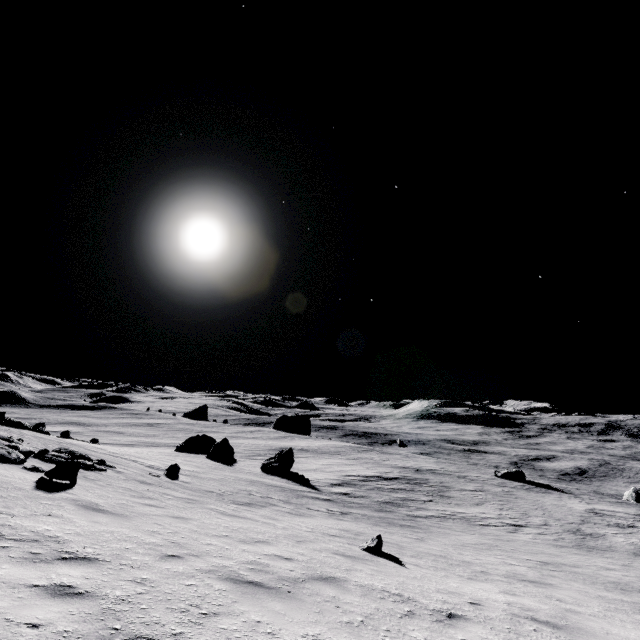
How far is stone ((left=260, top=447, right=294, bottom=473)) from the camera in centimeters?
2667cm

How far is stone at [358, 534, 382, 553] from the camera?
9.20m

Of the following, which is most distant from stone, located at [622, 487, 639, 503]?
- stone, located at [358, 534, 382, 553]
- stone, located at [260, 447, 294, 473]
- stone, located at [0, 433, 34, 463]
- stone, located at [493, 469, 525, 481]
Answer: stone, located at [0, 433, 34, 463]

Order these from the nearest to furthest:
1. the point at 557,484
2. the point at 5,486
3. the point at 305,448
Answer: the point at 5,486
the point at 557,484
the point at 305,448

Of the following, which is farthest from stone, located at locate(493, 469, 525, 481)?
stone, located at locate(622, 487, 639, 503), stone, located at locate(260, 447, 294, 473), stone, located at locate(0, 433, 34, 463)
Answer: stone, located at locate(0, 433, 34, 463)

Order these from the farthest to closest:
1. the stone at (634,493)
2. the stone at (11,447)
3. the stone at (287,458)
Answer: the stone at (634,493), the stone at (287,458), the stone at (11,447)

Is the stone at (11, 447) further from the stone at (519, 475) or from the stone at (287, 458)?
the stone at (519, 475)

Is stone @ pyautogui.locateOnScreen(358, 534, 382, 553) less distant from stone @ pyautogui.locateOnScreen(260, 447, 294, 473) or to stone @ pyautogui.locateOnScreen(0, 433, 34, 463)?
stone @ pyautogui.locateOnScreen(0, 433, 34, 463)
